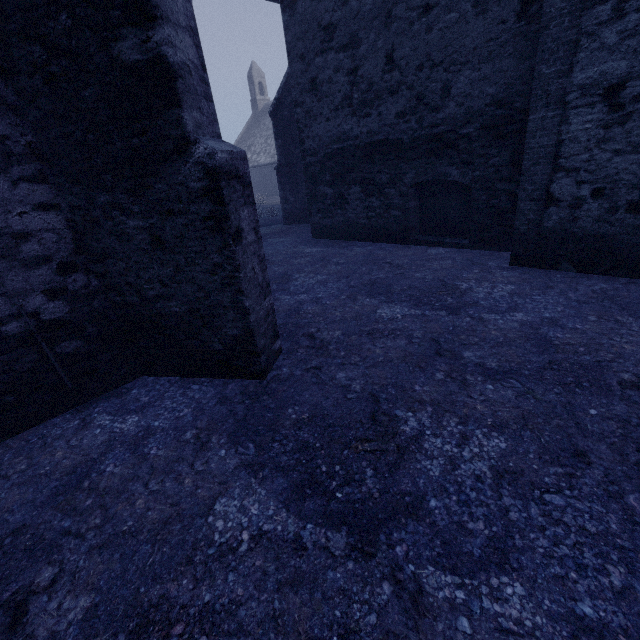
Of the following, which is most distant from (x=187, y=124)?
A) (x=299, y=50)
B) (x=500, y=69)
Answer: (x=299, y=50)
